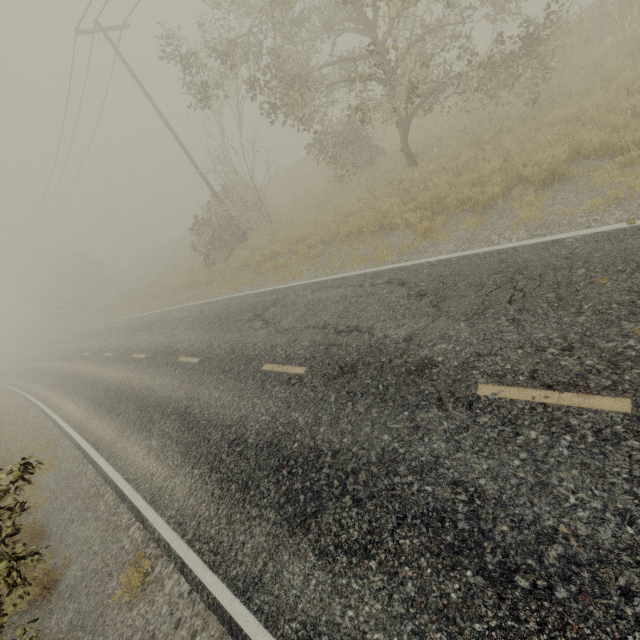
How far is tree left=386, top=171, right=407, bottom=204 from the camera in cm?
1159

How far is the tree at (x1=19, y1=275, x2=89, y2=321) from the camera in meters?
43.6 m

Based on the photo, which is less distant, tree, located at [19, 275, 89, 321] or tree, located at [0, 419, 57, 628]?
tree, located at [0, 419, 57, 628]

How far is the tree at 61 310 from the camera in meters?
43.6

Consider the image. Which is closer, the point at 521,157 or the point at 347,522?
the point at 347,522

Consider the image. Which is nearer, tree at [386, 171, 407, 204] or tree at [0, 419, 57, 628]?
tree at [0, 419, 57, 628]

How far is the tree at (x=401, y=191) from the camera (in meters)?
11.59

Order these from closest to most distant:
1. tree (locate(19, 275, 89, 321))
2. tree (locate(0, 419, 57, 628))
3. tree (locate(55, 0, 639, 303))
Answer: tree (locate(0, 419, 57, 628)), tree (locate(55, 0, 639, 303)), tree (locate(19, 275, 89, 321))
